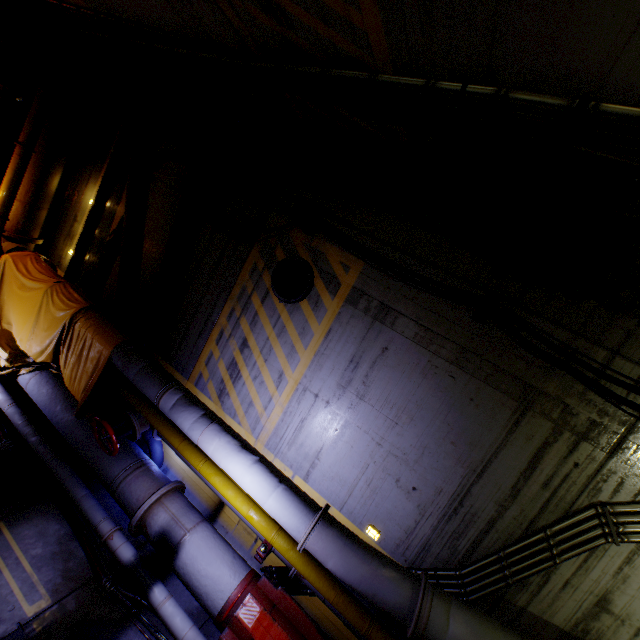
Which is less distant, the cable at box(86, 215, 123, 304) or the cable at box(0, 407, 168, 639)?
the cable at box(0, 407, 168, 639)

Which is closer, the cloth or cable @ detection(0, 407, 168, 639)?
cable @ detection(0, 407, 168, 639)

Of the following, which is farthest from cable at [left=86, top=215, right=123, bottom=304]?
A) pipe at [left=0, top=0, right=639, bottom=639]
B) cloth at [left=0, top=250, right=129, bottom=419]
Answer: cloth at [left=0, top=250, right=129, bottom=419]

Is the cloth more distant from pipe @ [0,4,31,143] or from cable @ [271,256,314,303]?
cable @ [271,256,314,303]

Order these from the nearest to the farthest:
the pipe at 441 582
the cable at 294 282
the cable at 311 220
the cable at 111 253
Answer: the pipe at 441 582 → the cable at 311 220 → the cable at 294 282 → the cable at 111 253

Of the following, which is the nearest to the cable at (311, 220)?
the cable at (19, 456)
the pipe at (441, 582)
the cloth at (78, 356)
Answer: the pipe at (441, 582)

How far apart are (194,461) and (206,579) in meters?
1.6 m
